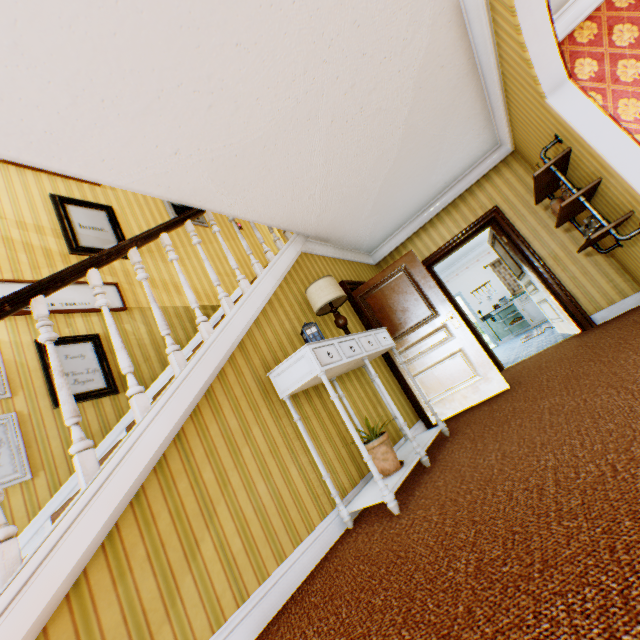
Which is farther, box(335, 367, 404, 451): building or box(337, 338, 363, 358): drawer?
box(335, 367, 404, 451): building

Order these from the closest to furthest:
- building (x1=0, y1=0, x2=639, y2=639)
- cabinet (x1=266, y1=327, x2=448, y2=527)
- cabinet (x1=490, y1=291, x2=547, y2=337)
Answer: building (x1=0, y1=0, x2=639, y2=639)
cabinet (x1=266, y1=327, x2=448, y2=527)
cabinet (x1=490, y1=291, x2=547, y2=337)

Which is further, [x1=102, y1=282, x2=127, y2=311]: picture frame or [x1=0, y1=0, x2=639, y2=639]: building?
[x1=102, y1=282, x2=127, y2=311]: picture frame

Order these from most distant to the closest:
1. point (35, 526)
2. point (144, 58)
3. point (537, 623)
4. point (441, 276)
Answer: point (441, 276) < point (35, 526) < point (144, 58) < point (537, 623)

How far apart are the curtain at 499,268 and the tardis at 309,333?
9.72m

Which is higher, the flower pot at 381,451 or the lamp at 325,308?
the lamp at 325,308

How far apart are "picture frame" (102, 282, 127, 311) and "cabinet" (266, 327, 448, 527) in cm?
243

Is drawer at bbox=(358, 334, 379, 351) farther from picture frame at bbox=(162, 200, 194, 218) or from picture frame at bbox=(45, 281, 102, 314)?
picture frame at bbox=(162, 200, 194, 218)
